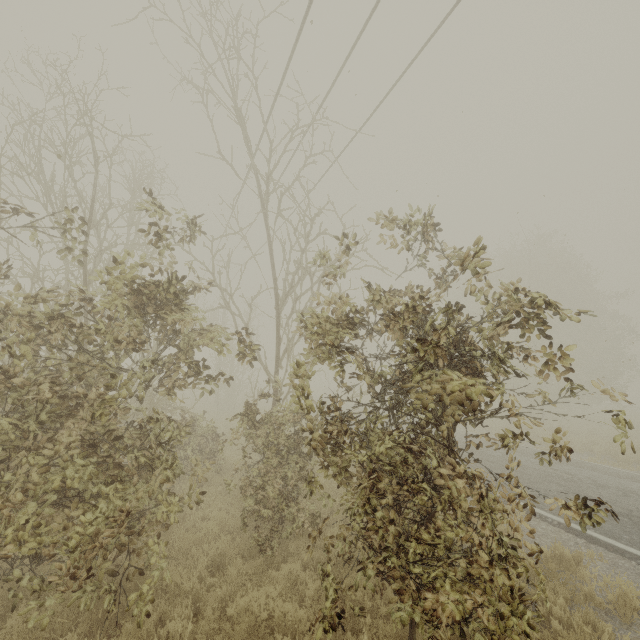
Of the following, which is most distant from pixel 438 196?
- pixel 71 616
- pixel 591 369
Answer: pixel 591 369
